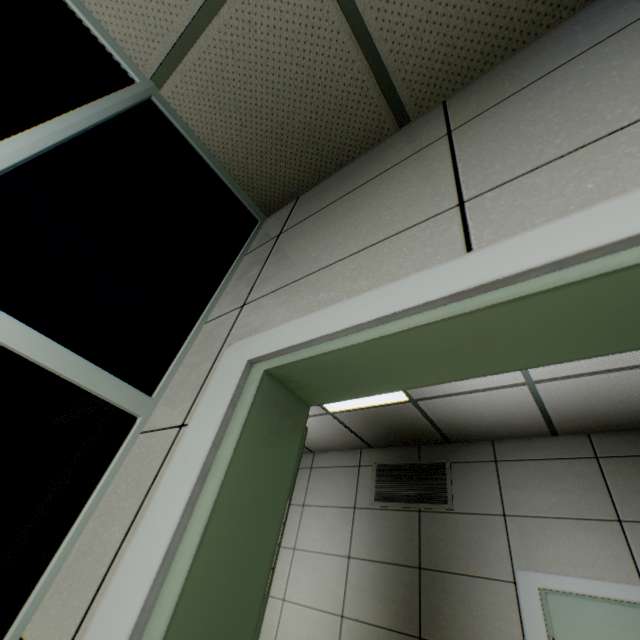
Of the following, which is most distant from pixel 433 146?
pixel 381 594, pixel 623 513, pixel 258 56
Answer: pixel 381 594

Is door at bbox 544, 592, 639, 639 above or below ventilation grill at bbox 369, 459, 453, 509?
below

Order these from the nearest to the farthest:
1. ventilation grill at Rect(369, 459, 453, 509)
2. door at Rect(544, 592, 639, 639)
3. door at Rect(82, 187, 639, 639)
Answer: door at Rect(82, 187, 639, 639) → door at Rect(544, 592, 639, 639) → ventilation grill at Rect(369, 459, 453, 509)

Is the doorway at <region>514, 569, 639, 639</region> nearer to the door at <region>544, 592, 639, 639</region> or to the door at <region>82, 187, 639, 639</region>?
the door at <region>544, 592, 639, 639</region>

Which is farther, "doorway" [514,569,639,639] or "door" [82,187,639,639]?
"doorway" [514,569,639,639]

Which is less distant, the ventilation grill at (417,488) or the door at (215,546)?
the door at (215,546)

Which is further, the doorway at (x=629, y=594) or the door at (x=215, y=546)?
the doorway at (x=629, y=594)

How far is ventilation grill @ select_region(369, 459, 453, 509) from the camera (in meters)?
3.36
